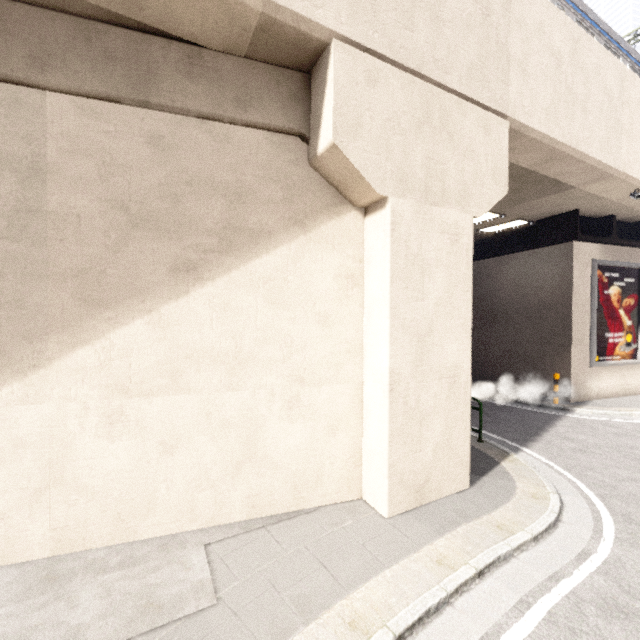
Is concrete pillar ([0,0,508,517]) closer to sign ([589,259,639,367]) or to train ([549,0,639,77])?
train ([549,0,639,77])

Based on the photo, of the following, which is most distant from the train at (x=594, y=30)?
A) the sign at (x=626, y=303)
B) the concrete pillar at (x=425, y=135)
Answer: the sign at (x=626, y=303)

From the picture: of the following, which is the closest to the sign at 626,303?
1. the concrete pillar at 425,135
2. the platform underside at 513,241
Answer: the platform underside at 513,241

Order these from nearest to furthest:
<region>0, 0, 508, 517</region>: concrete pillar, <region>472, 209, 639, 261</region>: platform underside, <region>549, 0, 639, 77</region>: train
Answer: <region>0, 0, 508, 517</region>: concrete pillar
<region>549, 0, 639, 77</region>: train
<region>472, 209, 639, 261</region>: platform underside

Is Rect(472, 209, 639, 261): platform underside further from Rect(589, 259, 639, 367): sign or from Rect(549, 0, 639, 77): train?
Rect(549, 0, 639, 77): train

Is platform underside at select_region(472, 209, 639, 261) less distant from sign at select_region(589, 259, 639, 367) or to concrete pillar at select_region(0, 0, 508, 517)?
sign at select_region(589, 259, 639, 367)

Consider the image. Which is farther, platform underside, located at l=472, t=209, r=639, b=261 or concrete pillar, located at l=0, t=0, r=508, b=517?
platform underside, located at l=472, t=209, r=639, b=261

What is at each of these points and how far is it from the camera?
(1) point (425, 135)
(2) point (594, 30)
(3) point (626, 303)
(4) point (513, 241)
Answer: (1) concrete pillar, 5.3 meters
(2) train, 10.2 meters
(3) sign, 12.6 meters
(4) platform underside, 14.4 meters
